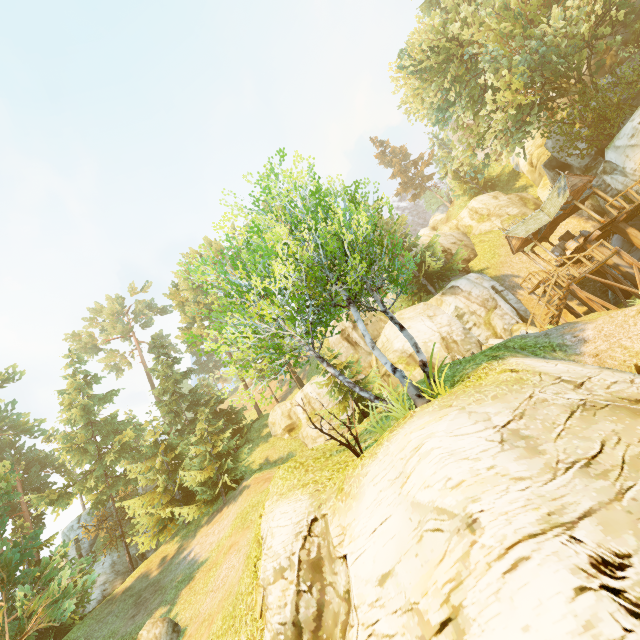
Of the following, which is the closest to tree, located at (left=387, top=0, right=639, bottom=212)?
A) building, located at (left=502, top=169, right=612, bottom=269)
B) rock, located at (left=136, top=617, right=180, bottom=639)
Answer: rock, located at (left=136, top=617, right=180, bottom=639)

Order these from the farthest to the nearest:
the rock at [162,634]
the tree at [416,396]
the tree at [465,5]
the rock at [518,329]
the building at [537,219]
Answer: the building at [537,219], the tree at [465,5], the rock at [518,329], the rock at [162,634], the tree at [416,396]

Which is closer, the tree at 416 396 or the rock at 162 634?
the tree at 416 396

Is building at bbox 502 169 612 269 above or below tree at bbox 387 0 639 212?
below

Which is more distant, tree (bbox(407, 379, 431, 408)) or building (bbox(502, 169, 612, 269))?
building (bbox(502, 169, 612, 269))

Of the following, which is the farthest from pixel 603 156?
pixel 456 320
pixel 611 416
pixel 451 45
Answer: pixel 611 416

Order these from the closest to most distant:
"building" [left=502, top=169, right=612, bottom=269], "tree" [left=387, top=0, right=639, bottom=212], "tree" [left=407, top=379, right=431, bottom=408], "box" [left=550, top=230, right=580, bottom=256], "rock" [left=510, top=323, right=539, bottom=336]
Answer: "tree" [left=407, top=379, right=431, bottom=408]
"rock" [left=510, top=323, right=539, bottom=336]
"tree" [left=387, top=0, right=639, bottom=212]
"building" [left=502, top=169, right=612, bottom=269]
"box" [left=550, top=230, right=580, bottom=256]
